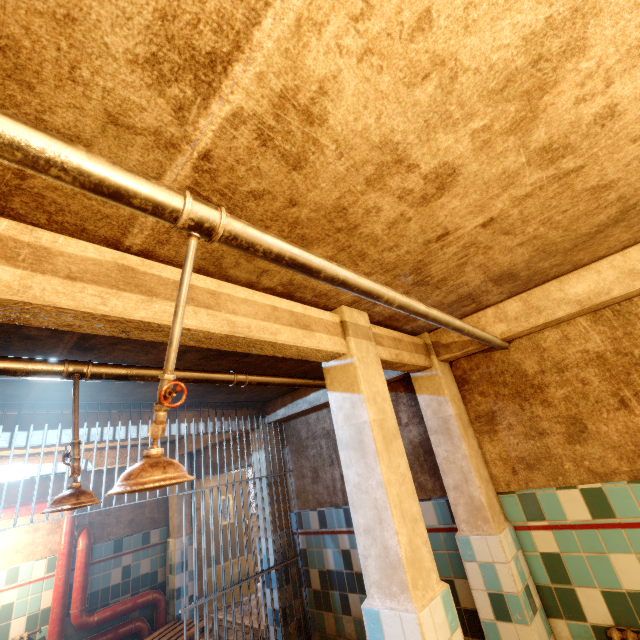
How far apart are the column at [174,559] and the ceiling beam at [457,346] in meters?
5.7

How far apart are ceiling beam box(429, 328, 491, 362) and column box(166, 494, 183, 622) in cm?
575

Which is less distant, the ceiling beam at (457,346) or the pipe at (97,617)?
the ceiling beam at (457,346)

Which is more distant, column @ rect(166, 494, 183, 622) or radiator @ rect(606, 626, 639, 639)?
column @ rect(166, 494, 183, 622)

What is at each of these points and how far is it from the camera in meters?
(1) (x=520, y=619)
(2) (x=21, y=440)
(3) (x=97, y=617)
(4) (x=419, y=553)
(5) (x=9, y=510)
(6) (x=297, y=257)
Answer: (1) column, 2.3 m
(2) ceiling beam, 2.9 m
(3) pipe, 4.8 m
(4) column, 1.8 m
(5) pipe, 4.7 m
(6) pipe, 1.1 m

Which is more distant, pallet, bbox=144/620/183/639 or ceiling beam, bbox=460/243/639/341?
pallet, bbox=144/620/183/639

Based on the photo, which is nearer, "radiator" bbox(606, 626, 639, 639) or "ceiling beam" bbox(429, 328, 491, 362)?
"radiator" bbox(606, 626, 639, 639)

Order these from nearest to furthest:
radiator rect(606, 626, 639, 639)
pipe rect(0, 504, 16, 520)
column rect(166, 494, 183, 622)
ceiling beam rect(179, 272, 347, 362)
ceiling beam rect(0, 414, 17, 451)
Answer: ceiling beam rect(179, 272, 347, 362)
radiator rect(606, 626, 639, 639)
ceiling beam rect(0, 414, 17, 451)
pipe rect(0, 504, 16, 520)
column rect(166, 494, 183, 622)
